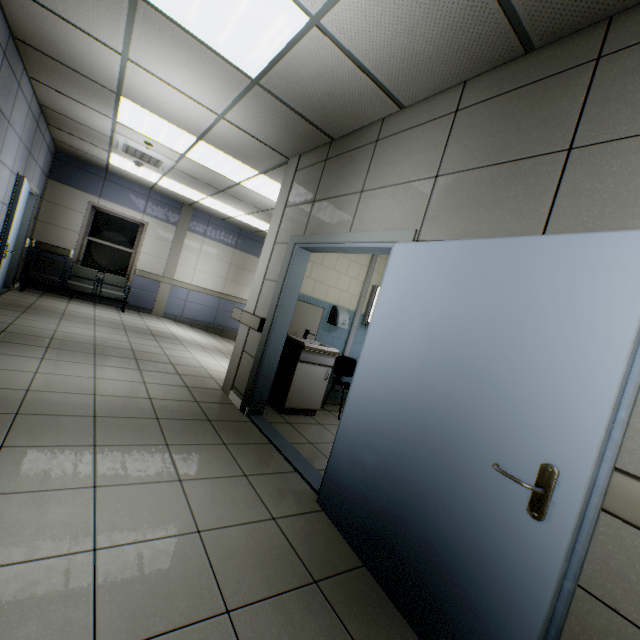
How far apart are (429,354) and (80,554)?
2.0m

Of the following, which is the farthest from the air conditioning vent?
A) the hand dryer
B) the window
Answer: the hand dryer

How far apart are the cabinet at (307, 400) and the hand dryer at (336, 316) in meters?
0.7

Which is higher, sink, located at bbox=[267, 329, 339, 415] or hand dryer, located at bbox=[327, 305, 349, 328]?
hand dryer, located at bbox=[327, 305, 349, 328]

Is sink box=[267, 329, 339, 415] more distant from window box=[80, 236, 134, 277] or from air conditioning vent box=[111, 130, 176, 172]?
window box=[80, 236, 134, 277]

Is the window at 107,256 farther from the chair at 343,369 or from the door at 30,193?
the chair at 343,369

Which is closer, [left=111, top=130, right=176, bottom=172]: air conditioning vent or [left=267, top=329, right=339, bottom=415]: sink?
[left=267, top=329, right=339, bottom=415]: sink

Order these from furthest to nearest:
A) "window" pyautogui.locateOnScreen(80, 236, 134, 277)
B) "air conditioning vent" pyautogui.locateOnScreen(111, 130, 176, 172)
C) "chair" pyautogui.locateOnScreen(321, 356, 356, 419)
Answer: "window" pyautogui.locateOnScreen(80, 236, 134, 277) → "air conditioning vent" pyautogui.locateOnScreen(111, 130, 176, 172) → "chair" pyautogui.locateOnScreen(321, 356, 356, 419)
